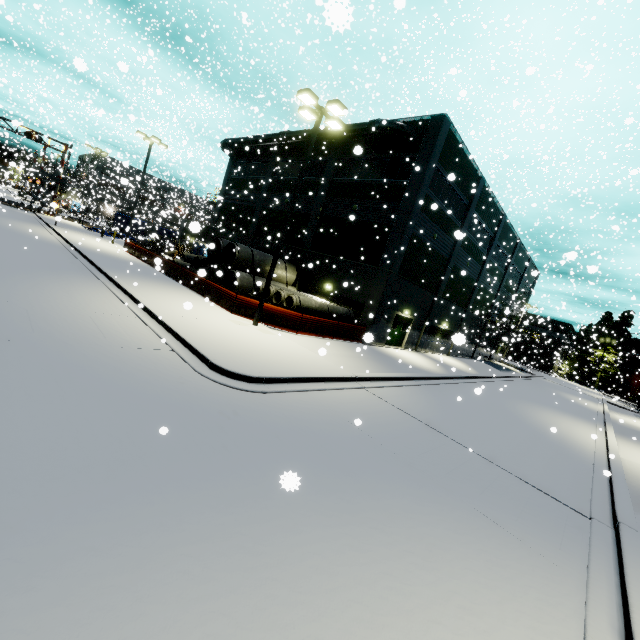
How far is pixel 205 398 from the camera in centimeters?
679cm

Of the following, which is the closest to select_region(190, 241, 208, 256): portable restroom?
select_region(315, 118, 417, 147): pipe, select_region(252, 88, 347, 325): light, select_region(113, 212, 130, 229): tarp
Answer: select_region(315, 118, 417, 147): pipe

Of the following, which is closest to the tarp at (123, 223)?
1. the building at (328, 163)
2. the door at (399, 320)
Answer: the building at (328, 163)

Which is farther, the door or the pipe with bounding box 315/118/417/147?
the door

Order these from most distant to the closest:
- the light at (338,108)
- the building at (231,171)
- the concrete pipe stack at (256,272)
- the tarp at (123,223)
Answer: the tarp at (123,223) < the building at (231,171) < the concrete pipe stack at (256,272) < the light at (338,108)

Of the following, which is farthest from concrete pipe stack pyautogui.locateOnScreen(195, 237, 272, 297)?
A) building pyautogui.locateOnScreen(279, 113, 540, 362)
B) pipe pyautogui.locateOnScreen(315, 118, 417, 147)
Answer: pipe pyautogui.locateOnScreen(315, 118, 417, 147)

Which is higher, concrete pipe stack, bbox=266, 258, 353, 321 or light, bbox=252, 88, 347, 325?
light, bbox=252, 88, 347, 325

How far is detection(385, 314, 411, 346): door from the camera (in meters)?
23.95
